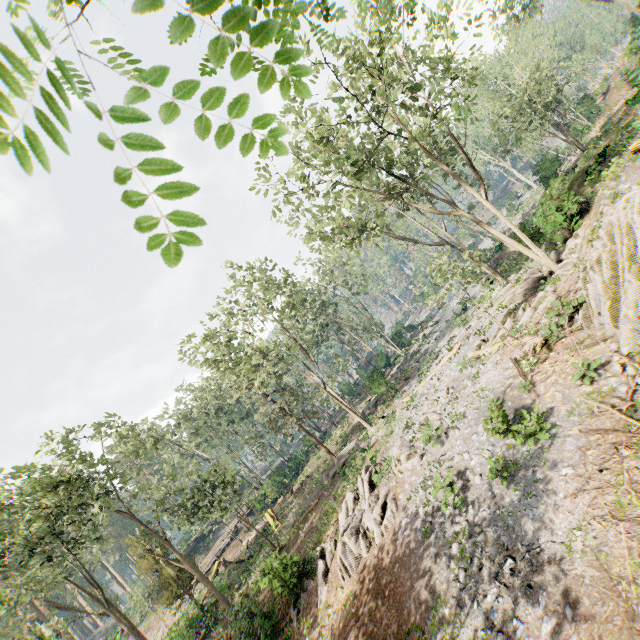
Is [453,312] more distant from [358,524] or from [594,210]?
[358,524]

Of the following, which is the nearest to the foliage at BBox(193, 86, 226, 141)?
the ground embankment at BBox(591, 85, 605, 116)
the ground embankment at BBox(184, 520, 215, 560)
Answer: the ground embankment at BBox(184, 520, 215, 560)

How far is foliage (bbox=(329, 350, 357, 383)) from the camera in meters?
43.2

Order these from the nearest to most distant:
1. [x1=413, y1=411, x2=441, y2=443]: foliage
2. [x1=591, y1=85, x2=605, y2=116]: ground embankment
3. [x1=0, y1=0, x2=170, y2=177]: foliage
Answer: [x1=0, y1=0, x2=170, y2=177]: foliage, [x1=413, y1=411, x2=441, y2=443]: foliage, [x1=591, y1=85, x2=605, y2=116]: ground embankment

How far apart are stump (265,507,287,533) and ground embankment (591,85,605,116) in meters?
54.1 m

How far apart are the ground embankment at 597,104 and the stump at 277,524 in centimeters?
5409cm

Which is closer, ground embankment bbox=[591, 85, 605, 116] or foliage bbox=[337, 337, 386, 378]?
ground embankment bbox=[591, 85, 605, 116]

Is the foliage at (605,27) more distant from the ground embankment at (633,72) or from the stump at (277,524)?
the stump at (277,524)
